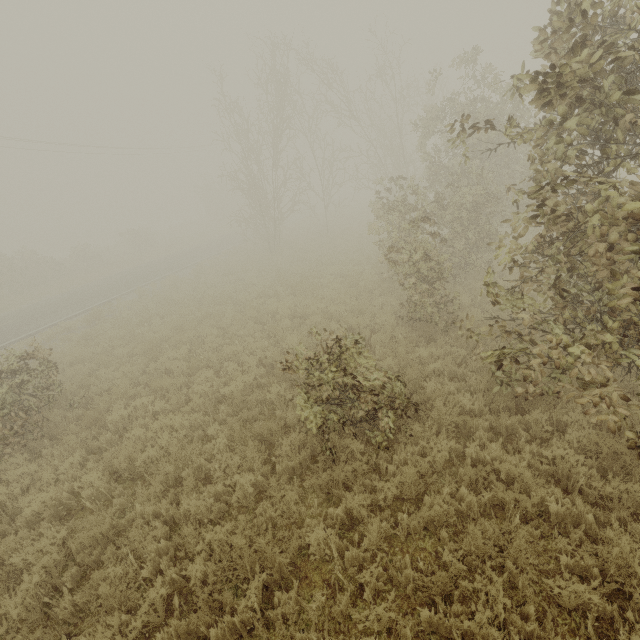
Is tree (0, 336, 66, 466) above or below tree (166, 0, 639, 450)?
below

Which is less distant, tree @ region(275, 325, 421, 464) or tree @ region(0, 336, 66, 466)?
tree @ region(275, 325, 421, 464)

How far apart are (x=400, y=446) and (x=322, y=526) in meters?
2.0

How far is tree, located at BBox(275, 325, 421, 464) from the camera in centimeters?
535cm

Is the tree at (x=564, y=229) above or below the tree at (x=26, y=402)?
above

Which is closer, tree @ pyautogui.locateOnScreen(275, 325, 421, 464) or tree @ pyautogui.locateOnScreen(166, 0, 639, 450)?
tree @ pyautogui.locateOnScreen(166, 0, 639, 450)

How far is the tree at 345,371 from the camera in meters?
5.3
